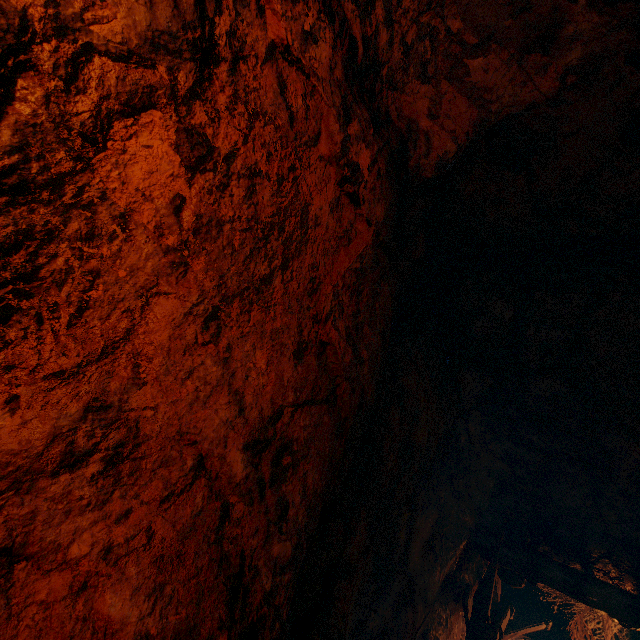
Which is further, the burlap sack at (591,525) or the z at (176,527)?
the burlap sack at (591,525)

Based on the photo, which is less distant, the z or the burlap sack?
the z

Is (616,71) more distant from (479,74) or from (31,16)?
(31,16)
